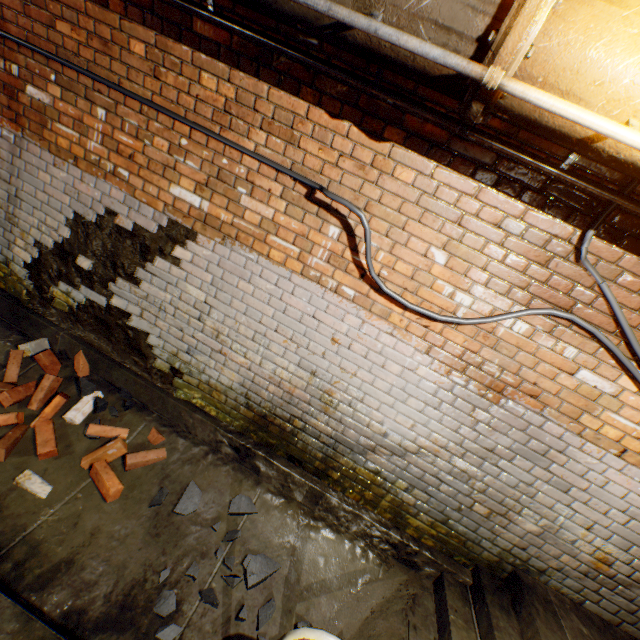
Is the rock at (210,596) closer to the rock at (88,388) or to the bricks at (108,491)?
the bricks at (108,491)

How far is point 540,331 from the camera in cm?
225

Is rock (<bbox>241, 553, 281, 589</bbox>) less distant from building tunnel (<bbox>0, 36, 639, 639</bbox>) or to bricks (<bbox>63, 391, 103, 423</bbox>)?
building tunnel (<bbox>0, 36, 639, 639</bbox>)

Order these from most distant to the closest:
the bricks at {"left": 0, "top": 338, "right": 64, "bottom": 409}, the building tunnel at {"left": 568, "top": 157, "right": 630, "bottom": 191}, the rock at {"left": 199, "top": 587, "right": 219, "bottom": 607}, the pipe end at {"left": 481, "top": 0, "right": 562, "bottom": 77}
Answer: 1. the bricks at {"left": 0, "top": 338, "right": 64, "bottom": 409}
2. the rock at {"left": 199, "top": 587, "right": 219, "bottom": 607}
3. the building tunnel at {"left": 568, "top": 157, "right": 630, "bottom": 191}
4. the pipe end at {"left": 481, "top": 0, "right": 562, "bottom": 77}

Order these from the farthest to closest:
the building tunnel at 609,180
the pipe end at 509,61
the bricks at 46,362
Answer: the bricks at 46,362 → the building tunnel at 609,180 → the pipe end at 509,61

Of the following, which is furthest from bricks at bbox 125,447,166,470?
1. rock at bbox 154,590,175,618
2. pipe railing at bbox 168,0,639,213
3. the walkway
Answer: the walkway

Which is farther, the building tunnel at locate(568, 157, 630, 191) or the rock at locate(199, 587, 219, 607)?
the rock at locate(199, 587, 219, 607)
